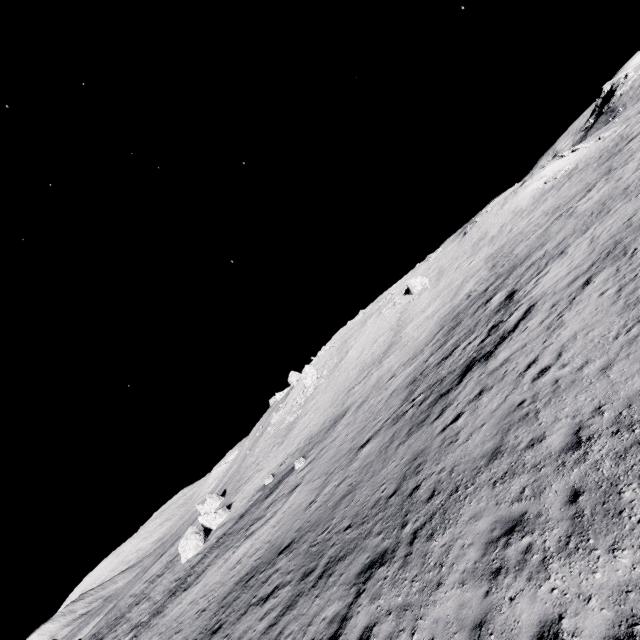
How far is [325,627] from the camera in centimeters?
812cm

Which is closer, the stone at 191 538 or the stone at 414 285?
the stone at 191 538

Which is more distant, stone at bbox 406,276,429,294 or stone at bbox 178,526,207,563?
stone at bbox 406,276,429,294

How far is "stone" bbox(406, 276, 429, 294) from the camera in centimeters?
4944cm

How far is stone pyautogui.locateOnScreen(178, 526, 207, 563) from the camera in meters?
32.2 m

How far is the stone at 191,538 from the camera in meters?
32.2 m

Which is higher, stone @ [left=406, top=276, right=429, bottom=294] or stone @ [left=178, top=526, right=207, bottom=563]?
stone @ [left=406, top=276, right=429, bottom=294]
